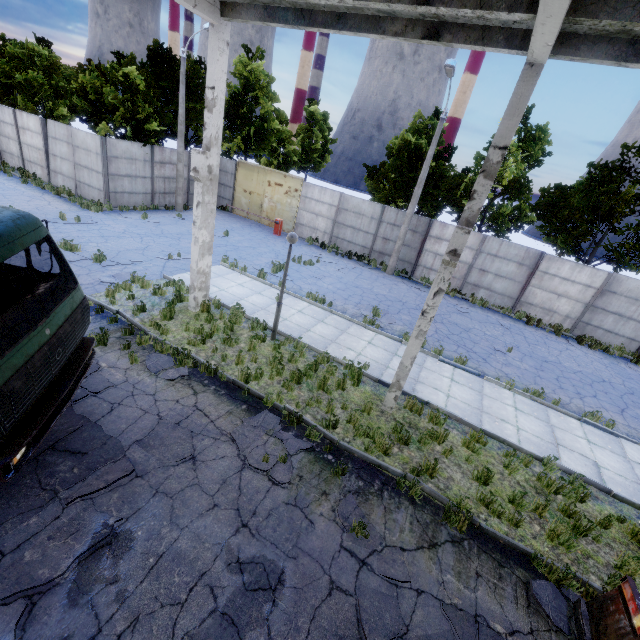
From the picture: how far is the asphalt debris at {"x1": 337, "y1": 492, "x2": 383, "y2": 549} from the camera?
5.34m

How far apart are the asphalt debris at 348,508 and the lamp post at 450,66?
15.7m

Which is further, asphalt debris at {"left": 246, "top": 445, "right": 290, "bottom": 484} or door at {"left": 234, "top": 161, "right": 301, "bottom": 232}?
door at {"left": 234, "top": 161, "right": 301, "bottom": 232}

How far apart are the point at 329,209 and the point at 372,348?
13.4m

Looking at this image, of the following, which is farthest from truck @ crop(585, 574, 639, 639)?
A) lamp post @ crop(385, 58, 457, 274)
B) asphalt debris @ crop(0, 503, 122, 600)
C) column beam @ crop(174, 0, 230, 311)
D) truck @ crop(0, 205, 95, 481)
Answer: lamp post @ crop(385, 58, 457, 274)

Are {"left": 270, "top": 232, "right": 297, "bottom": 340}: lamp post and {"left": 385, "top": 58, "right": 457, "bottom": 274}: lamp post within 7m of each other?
no

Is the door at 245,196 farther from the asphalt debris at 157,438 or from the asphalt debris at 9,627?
the asphalt debris at 9,627

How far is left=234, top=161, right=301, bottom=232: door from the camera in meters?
22.5
